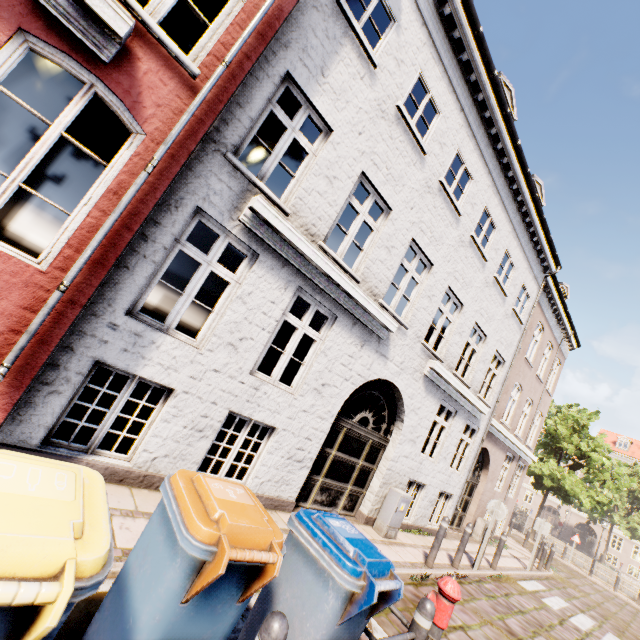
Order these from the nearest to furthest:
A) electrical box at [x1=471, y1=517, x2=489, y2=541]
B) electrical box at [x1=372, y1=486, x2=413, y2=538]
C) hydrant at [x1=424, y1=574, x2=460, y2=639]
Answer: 1. hydrant at [x1=424, y1=574, x2=460, y2=639]
2. electrical box at [x1=372, y1=486, x2=413, y2=538]
3. electrical box at [x1=471, y1=517, x2=489, y2=541]

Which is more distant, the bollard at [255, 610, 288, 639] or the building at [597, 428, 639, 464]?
the building at [597, 428, 639, 464]

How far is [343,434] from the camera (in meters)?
7.17

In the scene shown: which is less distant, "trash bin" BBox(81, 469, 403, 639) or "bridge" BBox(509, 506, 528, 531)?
"trash bin" BBox(81, 469, 403, 639)

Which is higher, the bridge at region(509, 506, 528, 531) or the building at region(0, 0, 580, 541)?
the building at region(0, 0, 580, 541)

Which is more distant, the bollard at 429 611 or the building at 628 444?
the building at 628 444

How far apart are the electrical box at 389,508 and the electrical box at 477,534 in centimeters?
744cm

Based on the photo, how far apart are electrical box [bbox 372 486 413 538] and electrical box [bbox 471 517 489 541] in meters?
7.4
